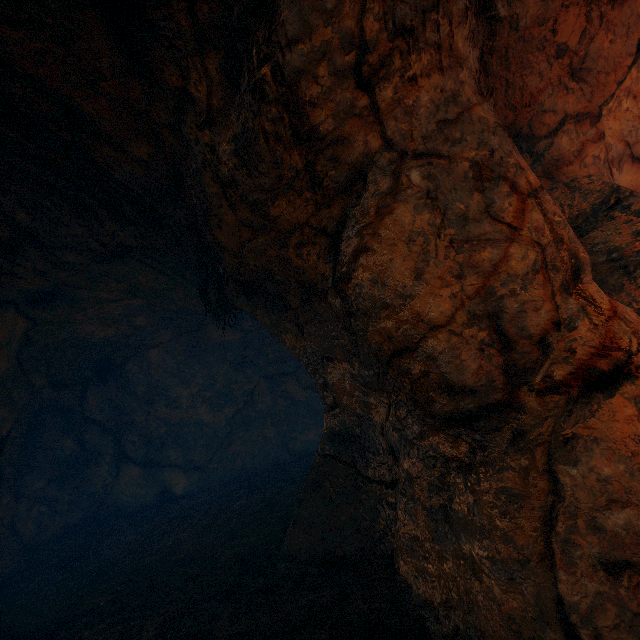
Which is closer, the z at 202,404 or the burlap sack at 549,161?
the z at 202,404

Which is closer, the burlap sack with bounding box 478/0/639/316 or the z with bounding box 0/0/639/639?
the z with bounding box 0/0/639/639

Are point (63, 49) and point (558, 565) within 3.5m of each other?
no
